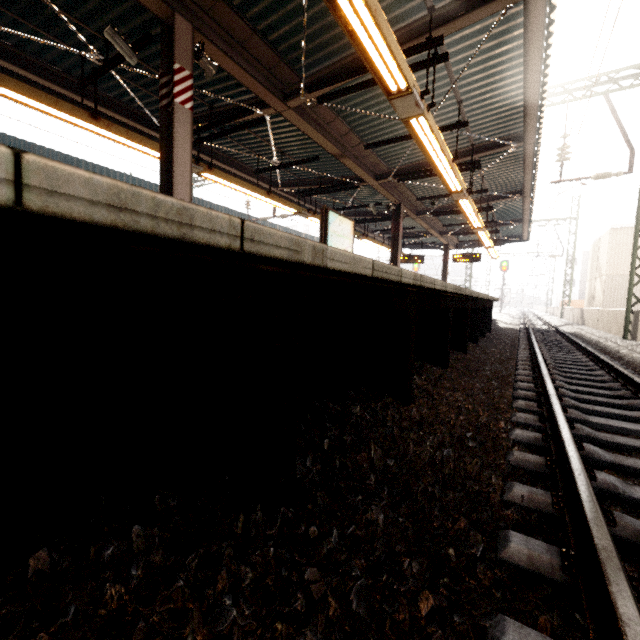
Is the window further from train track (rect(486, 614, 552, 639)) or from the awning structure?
train track (rect(486, 614, 552, 639))

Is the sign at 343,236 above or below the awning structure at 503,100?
below

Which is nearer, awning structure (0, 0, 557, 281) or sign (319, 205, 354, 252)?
awning structure (0, 0, 557, 281)

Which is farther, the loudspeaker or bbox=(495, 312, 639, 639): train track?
the loudspeaker

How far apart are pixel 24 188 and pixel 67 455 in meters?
1.1

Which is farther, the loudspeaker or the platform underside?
the loudspeaker

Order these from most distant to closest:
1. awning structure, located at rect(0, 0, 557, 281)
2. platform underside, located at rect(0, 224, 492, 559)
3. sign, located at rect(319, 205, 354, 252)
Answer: sign, located at rect(319, 205, 354, 252) → awning structure, located at rect(0, 0, 557, 281) → platform underside, located at rect(0, 224, 492, 559)

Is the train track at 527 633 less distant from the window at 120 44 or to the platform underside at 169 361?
the platform underside at 169 361
